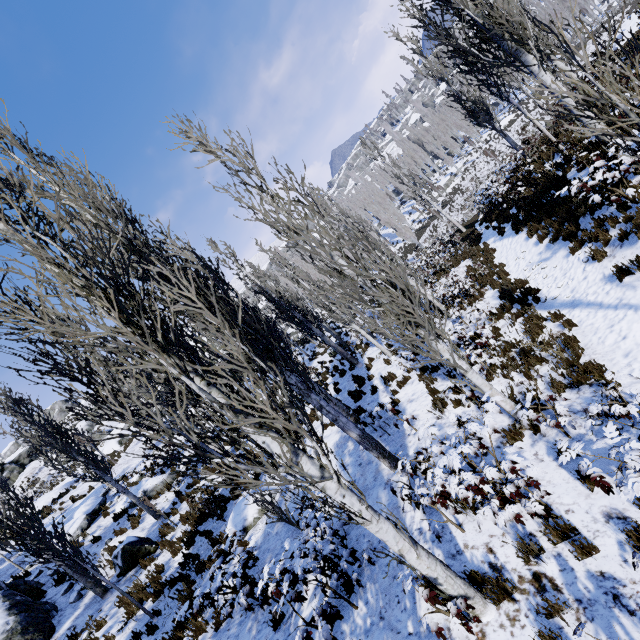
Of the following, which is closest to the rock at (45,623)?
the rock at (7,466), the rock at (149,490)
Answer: the rock at (149,490)

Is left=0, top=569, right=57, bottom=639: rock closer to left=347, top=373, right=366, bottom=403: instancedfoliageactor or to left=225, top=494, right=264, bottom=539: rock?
left=347, top=373, right=366, bottom=403: instancedfoliageactor

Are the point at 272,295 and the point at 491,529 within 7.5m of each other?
no

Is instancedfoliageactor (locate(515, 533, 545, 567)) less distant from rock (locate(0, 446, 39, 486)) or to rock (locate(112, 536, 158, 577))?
rock (locate(112, 536, 158, 577))

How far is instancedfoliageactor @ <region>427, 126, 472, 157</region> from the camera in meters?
55.6

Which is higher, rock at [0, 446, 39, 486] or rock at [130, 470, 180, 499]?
rock at [0, 446, 39, 486]

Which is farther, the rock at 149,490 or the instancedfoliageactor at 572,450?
the rock at 149,490
